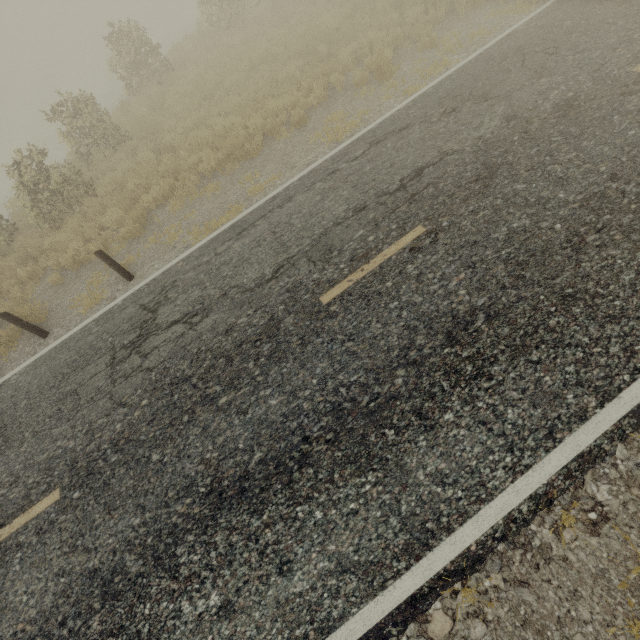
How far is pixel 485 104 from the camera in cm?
691
